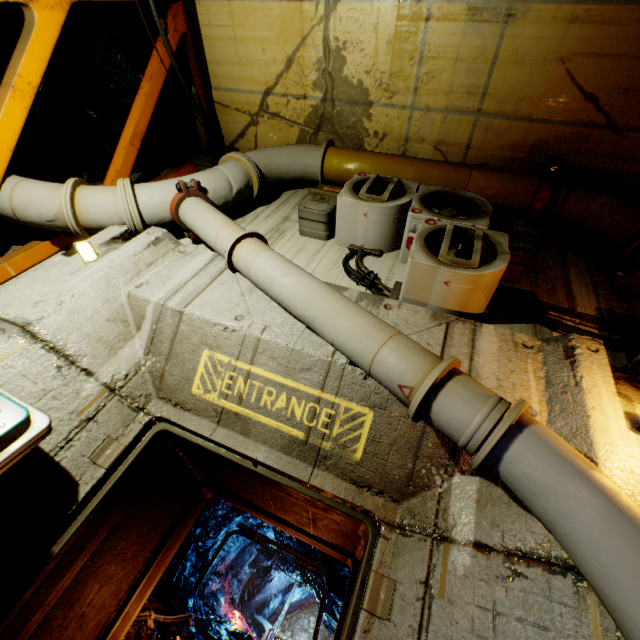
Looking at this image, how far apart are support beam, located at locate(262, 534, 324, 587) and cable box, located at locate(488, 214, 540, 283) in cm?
1513

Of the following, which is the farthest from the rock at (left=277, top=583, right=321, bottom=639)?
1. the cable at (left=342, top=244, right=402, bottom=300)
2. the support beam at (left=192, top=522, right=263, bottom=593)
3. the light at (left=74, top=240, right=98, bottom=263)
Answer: the light at (left=74, top=240, right=98, bottom=263)

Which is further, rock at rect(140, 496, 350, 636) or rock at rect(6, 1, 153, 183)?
rock at rect(140, 496, 350, 636)

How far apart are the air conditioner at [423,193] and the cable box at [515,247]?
0.2 meters

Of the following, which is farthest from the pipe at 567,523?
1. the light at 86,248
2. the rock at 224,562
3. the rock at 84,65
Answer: the rock at 224,562

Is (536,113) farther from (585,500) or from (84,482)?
(84,482)

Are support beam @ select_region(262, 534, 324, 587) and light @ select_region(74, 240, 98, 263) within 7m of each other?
no

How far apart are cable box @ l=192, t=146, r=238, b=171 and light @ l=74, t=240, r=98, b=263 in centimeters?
301cm
